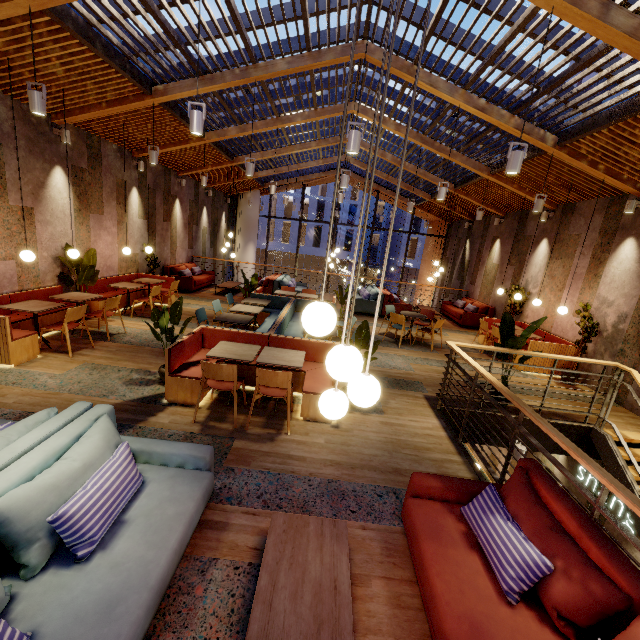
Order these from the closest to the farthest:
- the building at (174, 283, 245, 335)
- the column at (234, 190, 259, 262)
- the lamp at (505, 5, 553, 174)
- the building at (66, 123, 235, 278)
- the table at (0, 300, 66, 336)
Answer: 1. the lamp at (505, 5, 553, 174)
2. the table at (0, 300, 66, 336)
3. the building at (66, 123, 235, 278)
4. the building at (174, 283, 245, 335)
5. the column at (234, 190, 259, 262)

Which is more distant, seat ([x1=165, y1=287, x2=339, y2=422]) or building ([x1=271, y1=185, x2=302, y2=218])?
building ([x1=271, y1=185, x2=302, y2=218])

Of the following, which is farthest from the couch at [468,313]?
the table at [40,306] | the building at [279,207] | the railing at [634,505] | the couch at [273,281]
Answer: the building at [279,207]

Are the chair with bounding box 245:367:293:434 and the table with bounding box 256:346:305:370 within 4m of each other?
yes

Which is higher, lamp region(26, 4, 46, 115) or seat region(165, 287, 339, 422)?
lamp region(26, 4, 46, 115)

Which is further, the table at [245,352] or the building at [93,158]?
the building at [93,158]

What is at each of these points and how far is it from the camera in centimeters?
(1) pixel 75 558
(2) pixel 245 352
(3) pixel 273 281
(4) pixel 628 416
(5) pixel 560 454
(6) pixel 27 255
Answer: (1) couch, 189cm
(2) table, 462cm
(3) couch, 1152cm
(4) building, 595cm
(5) building, 552cm
(6) lamp, 525cm

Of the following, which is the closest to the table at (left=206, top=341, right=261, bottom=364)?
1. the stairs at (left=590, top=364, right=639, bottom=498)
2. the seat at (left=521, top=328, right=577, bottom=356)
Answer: the stairs at (left=590, top=364, right=639, bottom=498)
